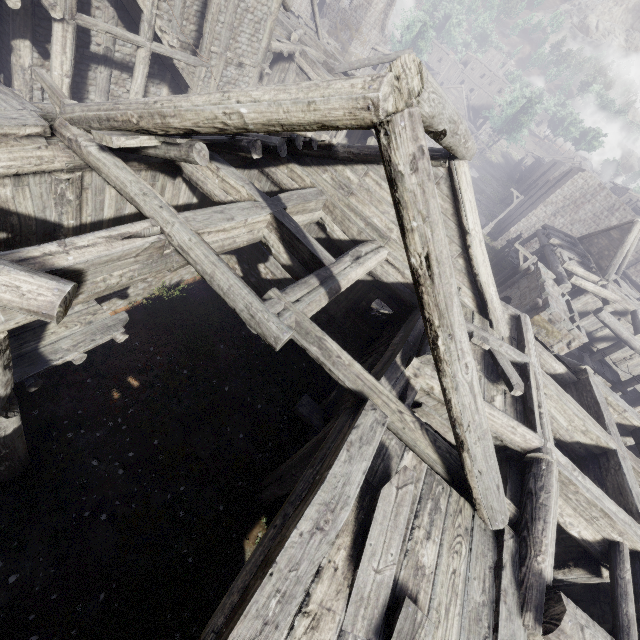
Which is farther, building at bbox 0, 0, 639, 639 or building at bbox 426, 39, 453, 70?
building at bbox 426, 39, 453, 70

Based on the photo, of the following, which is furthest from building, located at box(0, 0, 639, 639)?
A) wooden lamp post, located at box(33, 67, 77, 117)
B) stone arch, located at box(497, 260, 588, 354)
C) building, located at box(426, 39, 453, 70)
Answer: building, located at box(426, 39, 453, 70)

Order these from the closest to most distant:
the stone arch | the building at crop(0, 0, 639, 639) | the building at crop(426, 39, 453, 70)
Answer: the building at crop(0, 0, 639, 639), the stone arch, the building at crop(426, 39, 453, 70)

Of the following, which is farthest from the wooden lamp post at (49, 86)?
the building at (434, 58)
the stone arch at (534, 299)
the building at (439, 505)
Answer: the building at (434, 58)

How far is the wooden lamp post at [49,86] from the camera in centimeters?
676cm

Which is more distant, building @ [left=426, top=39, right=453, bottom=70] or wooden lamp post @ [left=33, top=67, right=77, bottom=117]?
building @ [left=426, top=39, right=453, bottom=70]

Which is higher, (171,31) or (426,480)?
(426,480)

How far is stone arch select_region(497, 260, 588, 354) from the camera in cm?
1295
